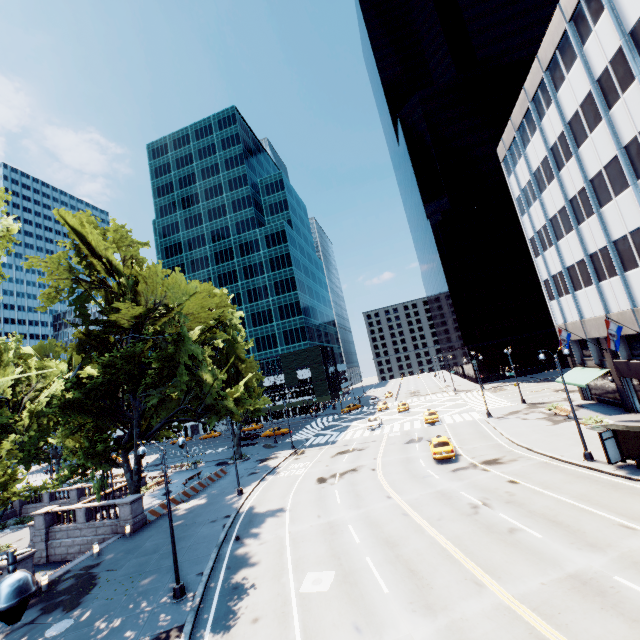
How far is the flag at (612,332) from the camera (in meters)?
23.42

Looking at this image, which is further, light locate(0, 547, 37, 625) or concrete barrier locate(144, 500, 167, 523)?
concrete barrier locate(144, 500, 167, 523)

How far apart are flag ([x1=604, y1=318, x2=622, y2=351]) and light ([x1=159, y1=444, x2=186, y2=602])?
30.3m

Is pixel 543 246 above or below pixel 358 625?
above

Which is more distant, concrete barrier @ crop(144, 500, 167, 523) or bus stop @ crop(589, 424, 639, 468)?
concrete barrier @ crop(144, 500, 167, 523)

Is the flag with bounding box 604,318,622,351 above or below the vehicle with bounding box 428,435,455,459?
above

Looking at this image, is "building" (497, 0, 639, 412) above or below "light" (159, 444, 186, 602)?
above

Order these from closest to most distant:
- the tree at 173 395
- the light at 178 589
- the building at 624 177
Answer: the light at 178 589
the building at 624 177
the tree at 173 395
